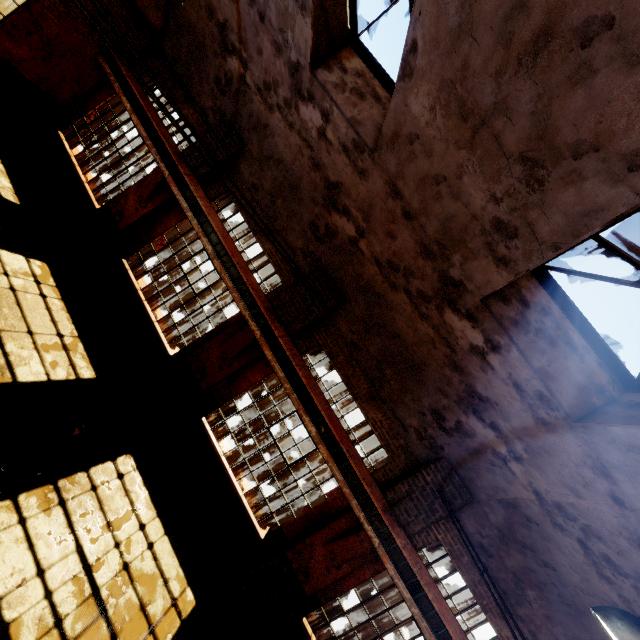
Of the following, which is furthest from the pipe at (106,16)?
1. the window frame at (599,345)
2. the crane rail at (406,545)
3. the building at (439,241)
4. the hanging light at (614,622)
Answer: the hanging light at (614,622)

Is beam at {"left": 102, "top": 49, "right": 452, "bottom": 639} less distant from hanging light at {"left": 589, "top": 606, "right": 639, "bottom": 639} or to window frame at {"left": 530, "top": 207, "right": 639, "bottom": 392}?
hanging light at {"left": 589, "top": 606, "right": 639, "bottom": 639}

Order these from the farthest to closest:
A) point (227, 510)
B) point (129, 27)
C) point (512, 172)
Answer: point (129, 27) < point (227, 510) < point (512, 172)

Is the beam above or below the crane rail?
below

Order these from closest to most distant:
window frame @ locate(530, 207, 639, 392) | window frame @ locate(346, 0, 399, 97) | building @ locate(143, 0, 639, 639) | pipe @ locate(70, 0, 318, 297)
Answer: pipe @ locate(70, 0, 318, 297) < building @ locate(143, 0, 639, 639) < window frame @ locate(530, 207, 639, 392) < window frame @ locate(346, 0, 399, 97)

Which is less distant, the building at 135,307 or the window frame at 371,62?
the window frame at 371,62

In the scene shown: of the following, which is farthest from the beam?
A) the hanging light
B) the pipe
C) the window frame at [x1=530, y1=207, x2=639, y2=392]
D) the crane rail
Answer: the window frame at [x1=530, y1=207, x2=639, y2=392]

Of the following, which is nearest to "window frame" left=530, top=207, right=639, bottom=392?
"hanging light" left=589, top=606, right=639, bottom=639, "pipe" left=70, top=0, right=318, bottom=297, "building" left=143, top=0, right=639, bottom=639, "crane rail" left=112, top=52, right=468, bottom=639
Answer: "building" left=143, top=0, right=639, bottom=639
